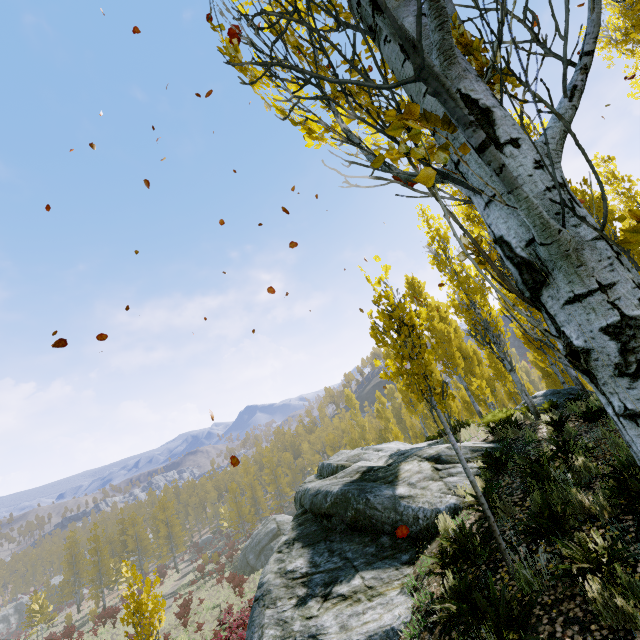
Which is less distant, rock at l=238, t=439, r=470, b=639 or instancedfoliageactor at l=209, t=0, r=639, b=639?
instancedfoliageactor at l=209, t=0, r=639, b=639

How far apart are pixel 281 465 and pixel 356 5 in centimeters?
5665cm

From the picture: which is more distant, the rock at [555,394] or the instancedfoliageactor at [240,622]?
the rock at [555,394]

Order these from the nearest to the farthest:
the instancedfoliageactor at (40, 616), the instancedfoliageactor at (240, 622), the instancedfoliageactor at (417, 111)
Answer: the instancedfoliageactor at (417, 111) → the instancedfoliageactor at (40, 616) → the instancedfoliageactor at (240, 622)

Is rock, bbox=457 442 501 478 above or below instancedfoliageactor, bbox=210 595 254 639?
above
